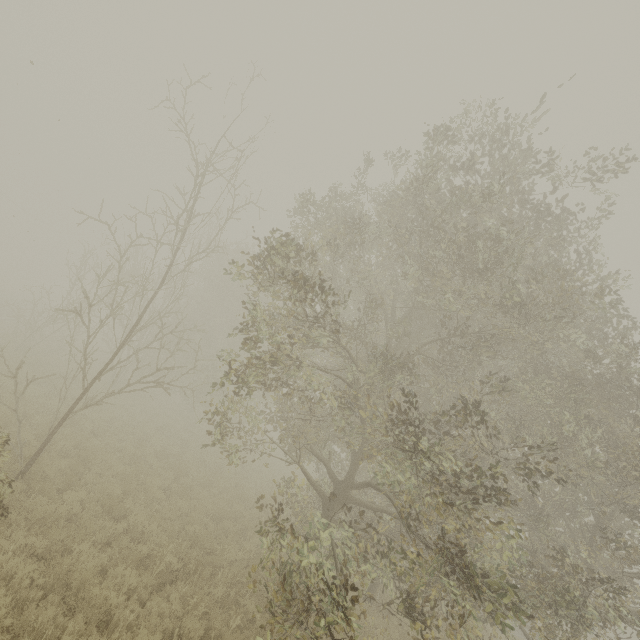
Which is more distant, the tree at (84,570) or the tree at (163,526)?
the tree at (163,526)

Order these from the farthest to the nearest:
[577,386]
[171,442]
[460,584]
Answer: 1. [171,442]
2. [577,386]
3. [460,584]

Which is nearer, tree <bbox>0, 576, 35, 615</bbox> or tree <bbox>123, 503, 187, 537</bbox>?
tree <bbox>0, 576, 35, 615</bbox>

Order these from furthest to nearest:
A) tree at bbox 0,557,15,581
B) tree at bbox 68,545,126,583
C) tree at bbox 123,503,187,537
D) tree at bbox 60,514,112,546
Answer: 1. tree at bbox 123,503,187,537
2. tree at bbox 60,514,112,546
3. tree at bbox 68,545,126,583
4. tree at bbox 0,557,15,581

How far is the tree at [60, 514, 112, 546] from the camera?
7.6m
